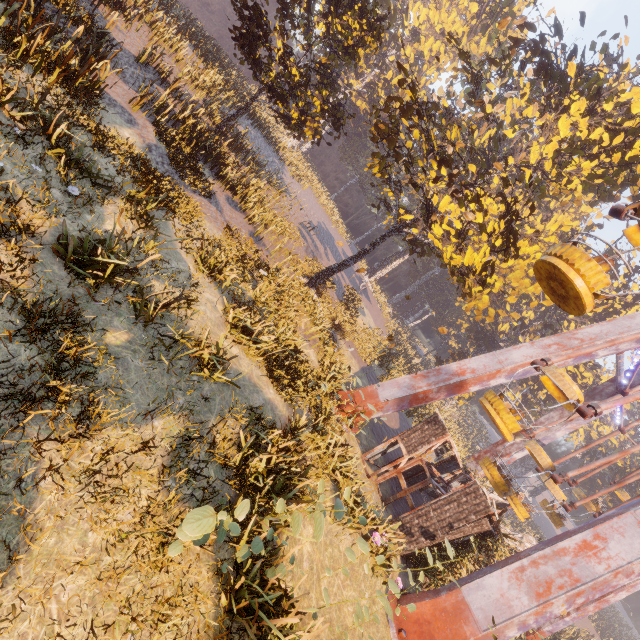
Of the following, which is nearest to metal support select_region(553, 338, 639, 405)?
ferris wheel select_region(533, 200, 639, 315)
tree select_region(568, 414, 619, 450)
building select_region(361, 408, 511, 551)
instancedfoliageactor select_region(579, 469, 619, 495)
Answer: ferris wheel select_region(533, 200, 639, 315)

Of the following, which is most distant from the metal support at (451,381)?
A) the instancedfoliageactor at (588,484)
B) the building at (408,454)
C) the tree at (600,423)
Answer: the instancedfoliageactor at (588,484)

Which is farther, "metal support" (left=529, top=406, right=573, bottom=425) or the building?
"metal support" (left=529, top=406, right=573, bottom=425)

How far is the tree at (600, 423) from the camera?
45.2 meters

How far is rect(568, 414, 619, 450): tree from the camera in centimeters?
4525cm

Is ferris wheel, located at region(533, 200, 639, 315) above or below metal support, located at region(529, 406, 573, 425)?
below

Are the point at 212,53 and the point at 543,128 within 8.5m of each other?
no

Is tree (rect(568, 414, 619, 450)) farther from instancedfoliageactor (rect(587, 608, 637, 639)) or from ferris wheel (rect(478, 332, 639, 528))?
ferris wheel (rect(478, 332, 639, 528))
